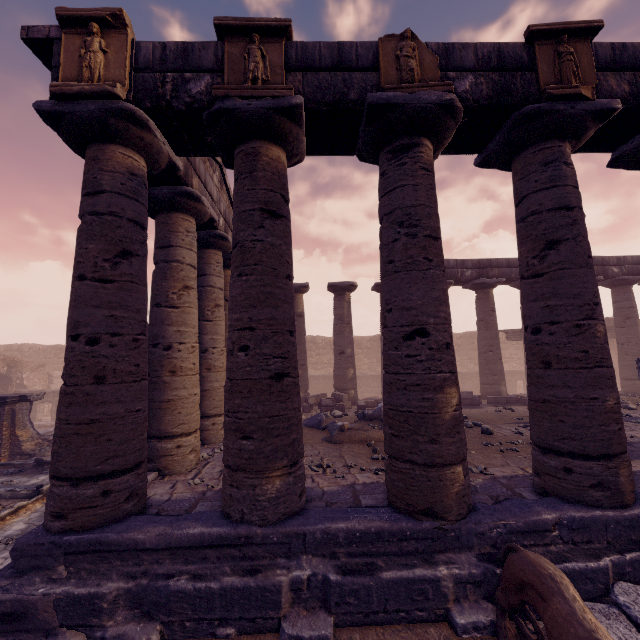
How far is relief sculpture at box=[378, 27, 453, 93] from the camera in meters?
4.3 m

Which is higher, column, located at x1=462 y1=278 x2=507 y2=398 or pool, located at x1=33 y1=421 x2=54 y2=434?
column, located at x1=462 y1=278 x2=507 y2=398

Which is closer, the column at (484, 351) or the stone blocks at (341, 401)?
the stone blocks at (341, 401)

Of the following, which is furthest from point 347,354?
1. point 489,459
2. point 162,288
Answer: point 162,288

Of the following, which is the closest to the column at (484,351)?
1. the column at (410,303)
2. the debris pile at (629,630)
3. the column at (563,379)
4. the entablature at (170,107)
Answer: the entablature at (170,107)

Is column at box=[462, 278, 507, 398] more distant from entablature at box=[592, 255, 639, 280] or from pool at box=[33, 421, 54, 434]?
pool at box=[33, 421, 54, 434]

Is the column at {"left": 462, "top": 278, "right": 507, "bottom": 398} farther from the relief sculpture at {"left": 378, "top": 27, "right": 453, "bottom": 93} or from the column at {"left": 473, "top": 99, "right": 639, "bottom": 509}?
the relief sculpture at {"left": 378, "top": 27, "right": 453, "bottom": 93}

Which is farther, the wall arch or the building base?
the wall arch
